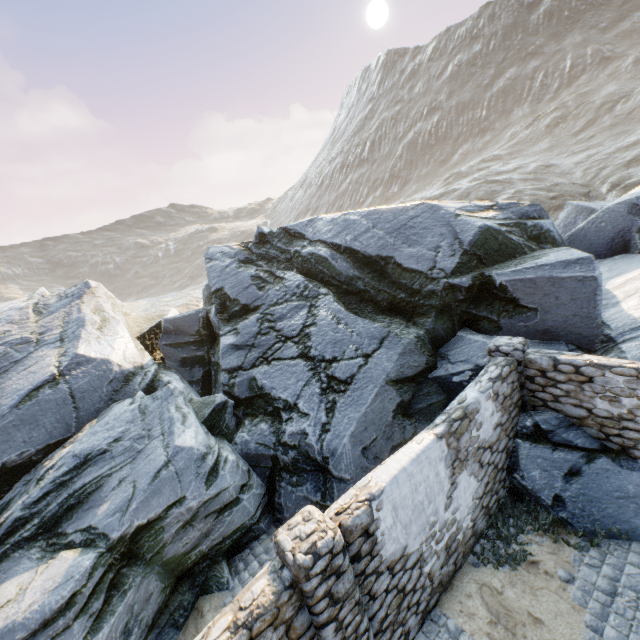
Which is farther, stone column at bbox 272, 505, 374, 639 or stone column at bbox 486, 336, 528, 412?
stone column at bbox 486, 336, 528, 412

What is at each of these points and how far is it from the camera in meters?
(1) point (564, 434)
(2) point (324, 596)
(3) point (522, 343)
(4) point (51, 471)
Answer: (1) rock, 6.8 m
(2) stone column, 3.9 m
(3) stone column, 7.2 m
(4) rock, 8.1 m

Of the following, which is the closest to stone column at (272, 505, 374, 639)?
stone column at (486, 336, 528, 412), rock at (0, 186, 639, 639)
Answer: rock at (0, 186, 639, 639)

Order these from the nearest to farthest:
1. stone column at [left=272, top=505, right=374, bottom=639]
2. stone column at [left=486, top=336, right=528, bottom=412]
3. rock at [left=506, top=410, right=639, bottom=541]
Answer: stone column at [left=272, top=505, right=374, bottom=639], rock at [left=506, top=410, right=639, bottom=541], stone column at [left=486, top=336, right=528, bottom=412]

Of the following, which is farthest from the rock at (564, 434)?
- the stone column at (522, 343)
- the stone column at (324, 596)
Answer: the stone column at (324, 596)

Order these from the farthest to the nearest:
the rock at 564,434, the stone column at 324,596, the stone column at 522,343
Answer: the stone column at 522,343
the rock at 564,434
the stone column at 324,596

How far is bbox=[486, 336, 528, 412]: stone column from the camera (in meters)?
7.08
